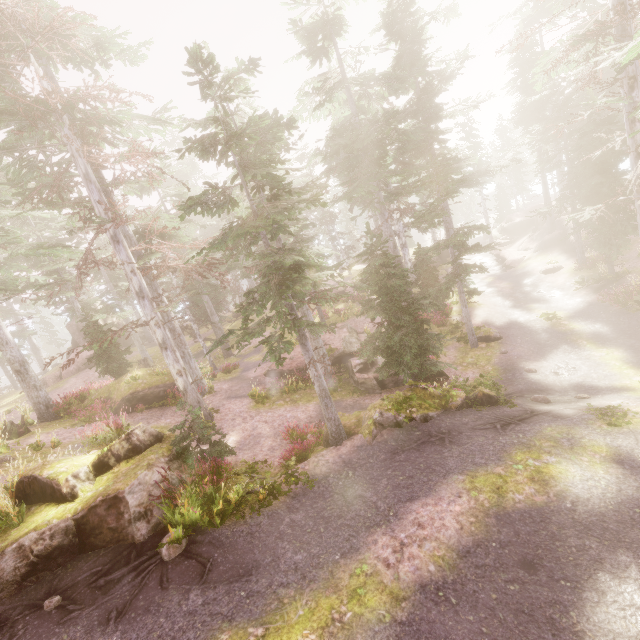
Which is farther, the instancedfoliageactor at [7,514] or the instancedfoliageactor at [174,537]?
the instancedfoliageactor at [174,537]

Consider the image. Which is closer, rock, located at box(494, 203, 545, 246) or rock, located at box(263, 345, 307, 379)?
rock, located at box(263, 345, 307, 379)

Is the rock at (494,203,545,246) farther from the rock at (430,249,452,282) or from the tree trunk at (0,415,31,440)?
the tree trunk at (0,415,31,440)

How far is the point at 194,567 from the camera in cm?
702

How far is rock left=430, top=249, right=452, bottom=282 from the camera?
32.47m

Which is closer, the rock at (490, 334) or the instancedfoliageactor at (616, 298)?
the instancedfoliageactor at (616, 298)

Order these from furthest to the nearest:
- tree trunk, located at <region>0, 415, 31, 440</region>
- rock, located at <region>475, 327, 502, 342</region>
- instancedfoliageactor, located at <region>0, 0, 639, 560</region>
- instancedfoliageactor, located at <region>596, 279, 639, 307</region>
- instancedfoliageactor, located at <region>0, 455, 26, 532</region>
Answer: rock, located at <region>475, 327, 502, 342</region> → instancedfoliageactor, located at <region>596, 279, 639, 307</region> → tree trunk, located at <region>0, 415, 31, 440</region> → instancedfoliageactor, located at <region>0, 0, 639, 560</region> → instancedfoliageactor, located at <region>0, 455, 26, 532</region>

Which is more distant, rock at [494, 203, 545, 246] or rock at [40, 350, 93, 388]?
rock at [494, 203, 545, 246]
